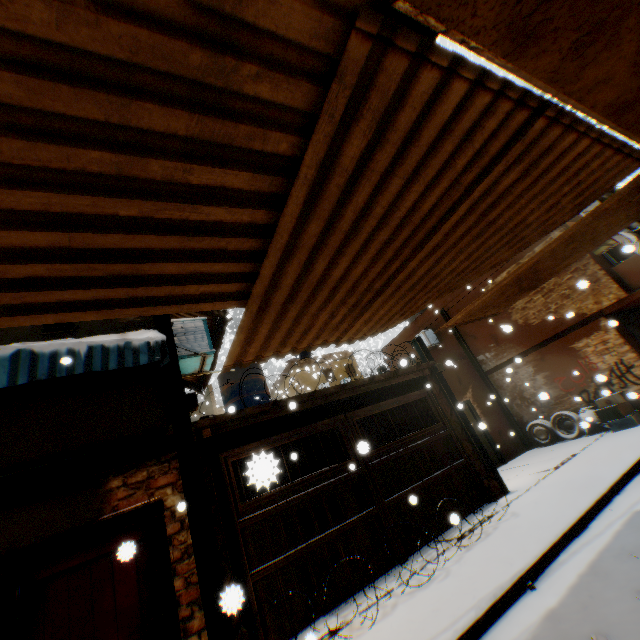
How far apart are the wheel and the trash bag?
0.0 meters

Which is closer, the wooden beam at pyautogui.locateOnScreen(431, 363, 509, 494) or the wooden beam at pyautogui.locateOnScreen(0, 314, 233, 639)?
the wooden beam at pyautogui.locateOnScreen(0, 314, 233, 639)

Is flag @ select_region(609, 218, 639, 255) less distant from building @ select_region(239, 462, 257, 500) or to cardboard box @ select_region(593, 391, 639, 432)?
building @ select_region(239, 462, 257, 500)

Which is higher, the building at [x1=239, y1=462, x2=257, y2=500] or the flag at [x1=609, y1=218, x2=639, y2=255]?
the flag at [x1=609, y1=218, x2=639, y2=255]

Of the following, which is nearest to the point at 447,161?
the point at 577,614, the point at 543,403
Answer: the point at 577,614

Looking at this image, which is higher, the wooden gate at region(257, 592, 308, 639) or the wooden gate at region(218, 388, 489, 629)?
the wooden gate at region(218, 388, 489, 629)

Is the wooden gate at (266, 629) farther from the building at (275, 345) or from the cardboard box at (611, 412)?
the cardboard box at (611, 412)

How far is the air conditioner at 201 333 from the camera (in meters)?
5.83
